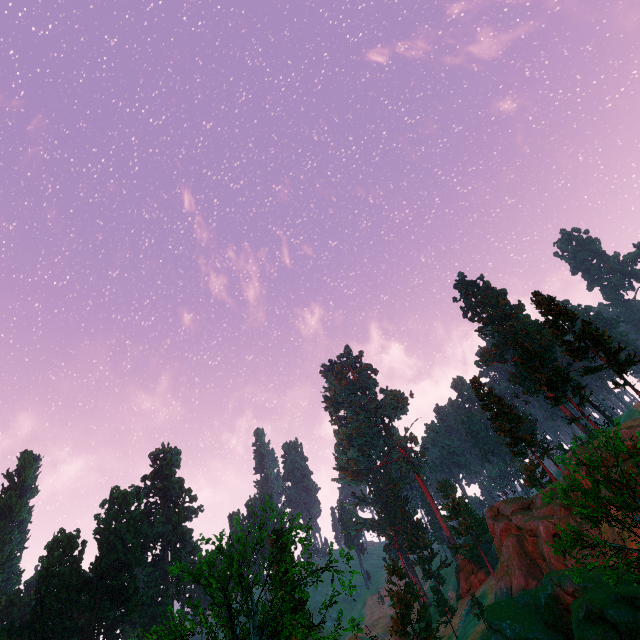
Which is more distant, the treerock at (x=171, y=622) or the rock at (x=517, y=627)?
the rock at (x=517, y=627)

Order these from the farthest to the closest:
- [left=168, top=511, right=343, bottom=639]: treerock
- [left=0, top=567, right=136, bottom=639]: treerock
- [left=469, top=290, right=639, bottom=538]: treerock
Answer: [left=0, top=567, right=136, bottom=639]: treerock → [left=168, top=511, right=343, bottom=639]: treerock → [left=469, top=290, right=639, bottom=538]: treerock

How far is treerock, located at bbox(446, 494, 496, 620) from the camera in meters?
39.8 m

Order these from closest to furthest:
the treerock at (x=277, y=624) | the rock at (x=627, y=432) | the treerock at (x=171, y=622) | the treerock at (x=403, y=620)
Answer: the treerock at (x=171, y=622) < the treerock at (x=277, y=624) < the rock at (x=627, y=432) < the treerock at (x=403, y=620)

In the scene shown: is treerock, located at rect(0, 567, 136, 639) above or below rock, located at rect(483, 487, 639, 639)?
above

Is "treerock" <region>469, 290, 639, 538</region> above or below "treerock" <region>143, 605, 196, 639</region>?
above

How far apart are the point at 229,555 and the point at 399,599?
28.9 meters
